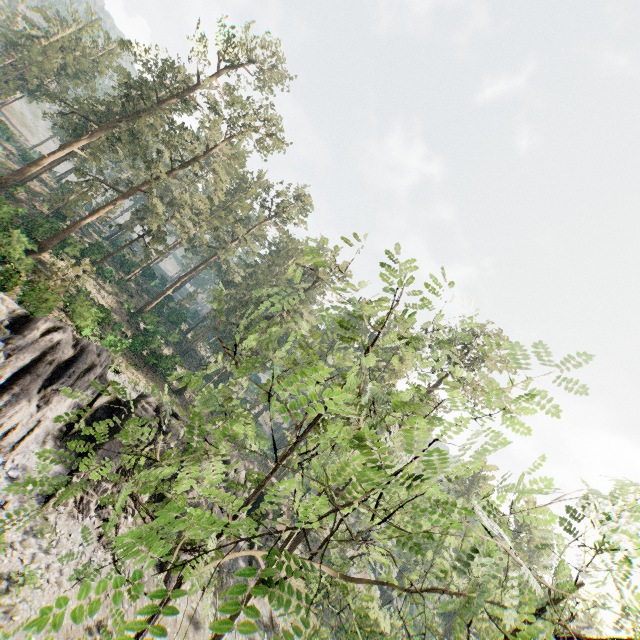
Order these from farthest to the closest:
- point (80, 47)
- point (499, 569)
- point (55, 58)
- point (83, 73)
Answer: point (83, 73) < point (80, 47) < point (55, 58) < point (499, 569)

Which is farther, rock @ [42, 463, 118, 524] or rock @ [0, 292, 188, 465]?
rock @ [42, 463, 118, 524]

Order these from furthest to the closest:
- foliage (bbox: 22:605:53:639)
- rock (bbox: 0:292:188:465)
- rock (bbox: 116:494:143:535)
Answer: rock (bbox: 116:494:143:535) < rock (bbox: 0:292:188:465) < foliage (bbox: 22:605:53:639)

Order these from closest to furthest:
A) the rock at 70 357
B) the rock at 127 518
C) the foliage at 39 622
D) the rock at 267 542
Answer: the foliage at 39 622, the rock at 70 357, the rock at 127 518, the rock at 267 542

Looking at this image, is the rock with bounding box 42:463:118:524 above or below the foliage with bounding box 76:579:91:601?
below

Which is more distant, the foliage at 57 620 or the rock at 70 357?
the rock at 70 357

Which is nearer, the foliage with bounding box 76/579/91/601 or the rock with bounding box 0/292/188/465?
the foliage with bounding box 76/579/91/601
